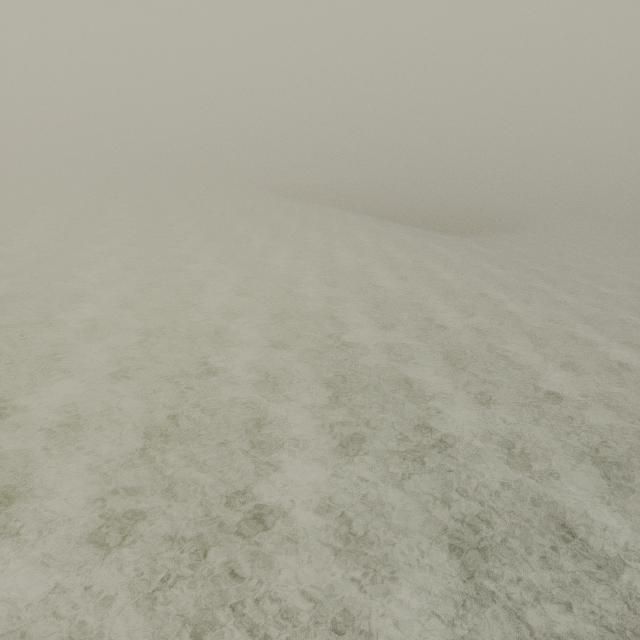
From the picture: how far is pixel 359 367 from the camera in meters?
11.6 m
